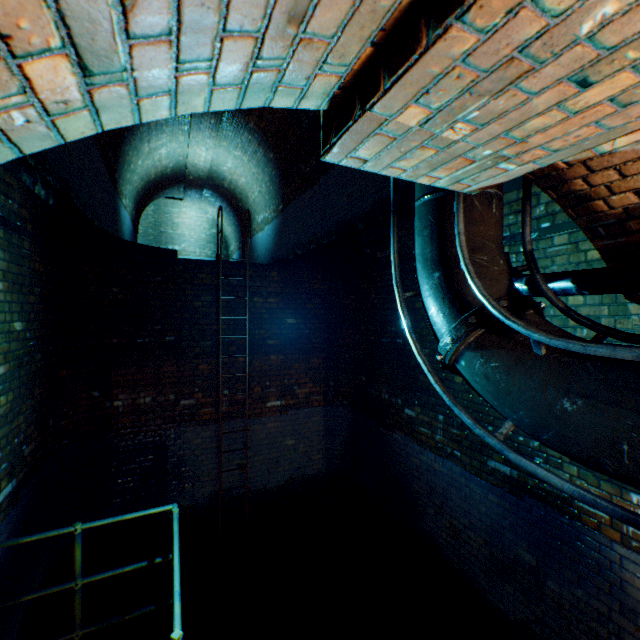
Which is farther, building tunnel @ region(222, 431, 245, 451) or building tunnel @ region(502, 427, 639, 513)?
building tunnel @ region(222, 431, 245, 451)

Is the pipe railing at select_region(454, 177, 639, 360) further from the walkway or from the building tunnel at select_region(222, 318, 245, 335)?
the walkway

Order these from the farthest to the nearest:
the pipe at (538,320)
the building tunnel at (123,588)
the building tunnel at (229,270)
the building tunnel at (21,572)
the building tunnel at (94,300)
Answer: the building tunnel at (229,270), the building tunnel at (123,588), the building tunnel at (21,572), the pipe at (538,320), the building tunnel at (94,300)

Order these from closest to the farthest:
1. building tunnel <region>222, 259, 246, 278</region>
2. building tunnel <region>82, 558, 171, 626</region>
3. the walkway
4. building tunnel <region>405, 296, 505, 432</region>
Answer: the walkway
building tunnel <region>405, 296, 505, 432</region>
building tunnel <region>82, 558, 171, 626</region>
building tunnel <region>222, 259, 246, 278</region>

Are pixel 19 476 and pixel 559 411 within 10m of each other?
yes

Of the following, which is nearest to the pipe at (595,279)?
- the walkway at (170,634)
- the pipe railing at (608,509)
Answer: the pipe railing at (608,509)

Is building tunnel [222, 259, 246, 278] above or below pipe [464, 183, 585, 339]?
above
